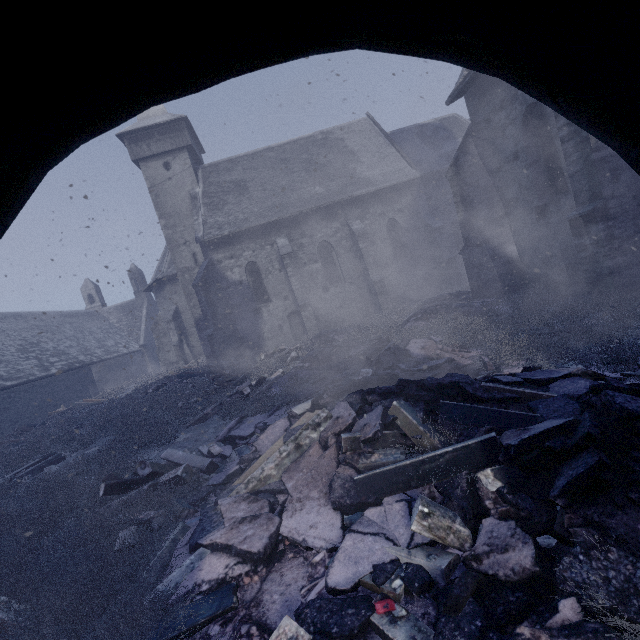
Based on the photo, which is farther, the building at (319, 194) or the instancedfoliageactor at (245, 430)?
the building at (319, 194)

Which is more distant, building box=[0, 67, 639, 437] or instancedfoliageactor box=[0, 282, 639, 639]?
building box=[0, 67, 639, 437]

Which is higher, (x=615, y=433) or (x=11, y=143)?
(x=11, y=143)

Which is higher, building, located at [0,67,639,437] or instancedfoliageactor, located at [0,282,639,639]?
building, located at [0,67,639,437]

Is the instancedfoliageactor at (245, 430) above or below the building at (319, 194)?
below
